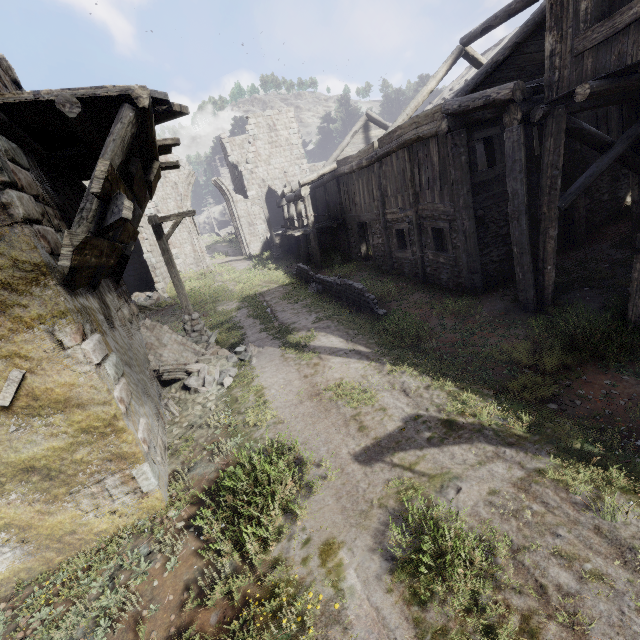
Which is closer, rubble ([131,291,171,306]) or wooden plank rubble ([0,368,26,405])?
wooden plank rubble ([0,368,26,405])

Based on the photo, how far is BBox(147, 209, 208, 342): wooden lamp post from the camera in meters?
10.9

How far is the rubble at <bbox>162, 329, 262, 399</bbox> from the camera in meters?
8.7 m

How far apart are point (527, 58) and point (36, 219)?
13.69m

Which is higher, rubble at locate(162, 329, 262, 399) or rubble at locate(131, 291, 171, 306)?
rubble at locate(131, 291, 171, 306)

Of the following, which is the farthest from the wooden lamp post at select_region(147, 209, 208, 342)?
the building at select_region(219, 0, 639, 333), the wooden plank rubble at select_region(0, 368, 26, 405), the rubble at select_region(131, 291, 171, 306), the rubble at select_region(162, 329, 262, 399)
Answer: the rubble at select_region(131, 291, 171, 306)

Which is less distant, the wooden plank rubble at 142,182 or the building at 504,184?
the wooden plank rubble at 142,182

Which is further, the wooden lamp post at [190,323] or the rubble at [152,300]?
the rubble at [152,300]
